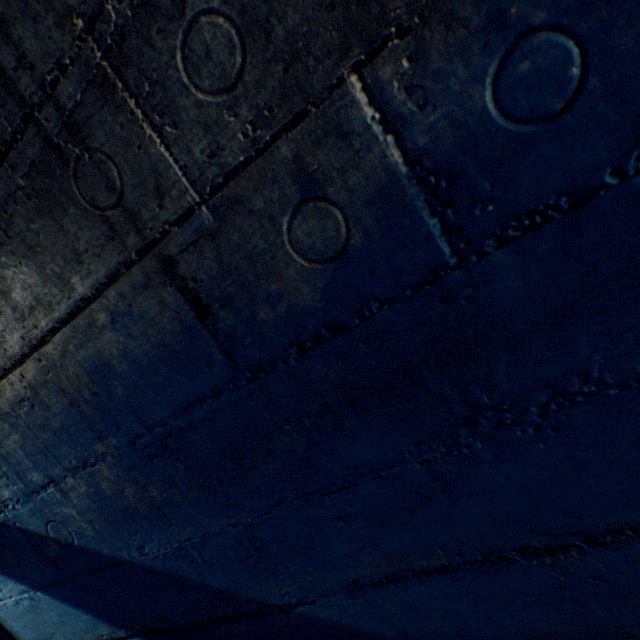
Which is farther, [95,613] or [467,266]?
[95,613]
